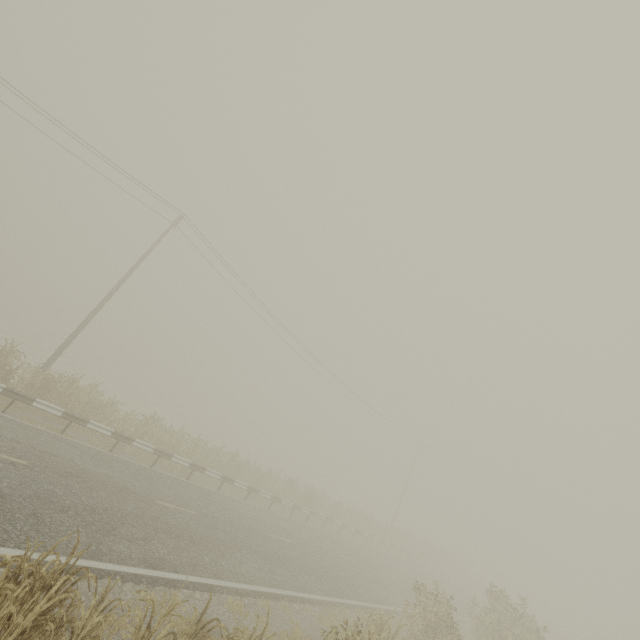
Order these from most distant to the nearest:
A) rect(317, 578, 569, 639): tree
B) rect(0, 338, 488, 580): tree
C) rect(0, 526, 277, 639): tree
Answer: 1. rect(0, 338, 488, 580): tree
2. rect(317, 578, 569, 639): tree
3. rect(0, 526, 277, 639): tree

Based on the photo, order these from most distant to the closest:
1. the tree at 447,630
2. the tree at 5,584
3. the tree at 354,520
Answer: the tree at 354,520
the tree at 447,630
the tree at 5,584

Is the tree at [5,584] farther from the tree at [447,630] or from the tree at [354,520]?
the tree at [354,520]

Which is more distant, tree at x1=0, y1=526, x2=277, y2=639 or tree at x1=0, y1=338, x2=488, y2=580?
tree at x1=0, y1=338, x2=488, y2=580

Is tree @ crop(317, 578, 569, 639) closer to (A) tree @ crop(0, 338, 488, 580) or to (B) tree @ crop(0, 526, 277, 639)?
(B) tree @ crop(0, 526, 277, 639)

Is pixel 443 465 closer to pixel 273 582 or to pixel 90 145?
pixel 273 582

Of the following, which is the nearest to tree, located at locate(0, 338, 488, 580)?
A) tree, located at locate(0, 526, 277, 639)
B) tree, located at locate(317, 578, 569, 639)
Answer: tree, located at locate(317, 578, 569, 639)
